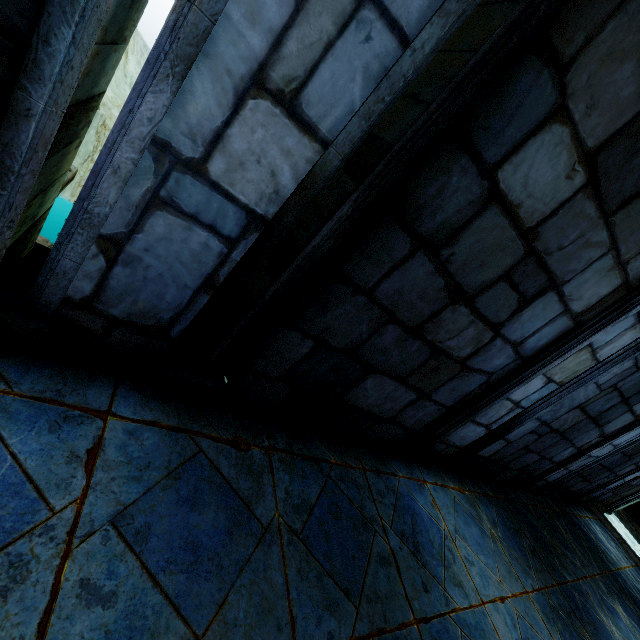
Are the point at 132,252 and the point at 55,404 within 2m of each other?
yes
